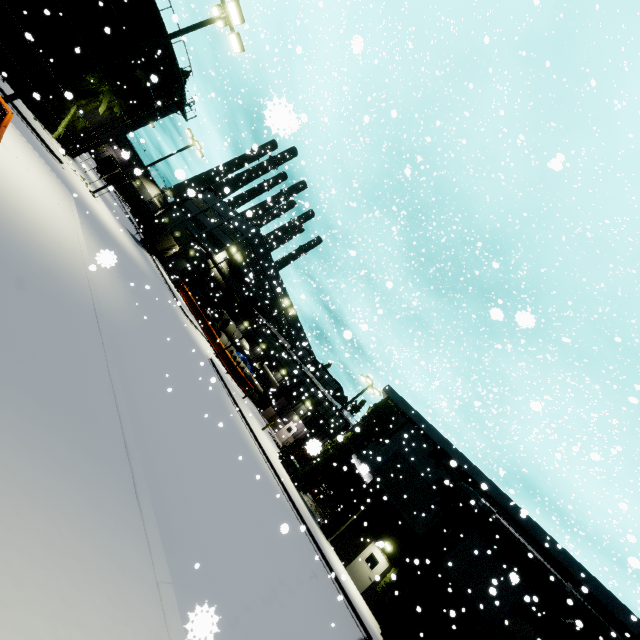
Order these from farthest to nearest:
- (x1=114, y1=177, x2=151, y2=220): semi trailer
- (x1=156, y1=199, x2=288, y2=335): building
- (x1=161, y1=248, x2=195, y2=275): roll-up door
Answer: (x1=114, y1=177, x2=151, y2=220): semi trailer → (x1=161, y1=248, x2=195, y2=275): roll-up door → (x1=156, y1=199, x2=288, y2=335): building

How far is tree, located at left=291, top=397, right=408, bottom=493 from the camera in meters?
23.9 m

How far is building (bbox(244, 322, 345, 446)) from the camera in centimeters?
3741cm

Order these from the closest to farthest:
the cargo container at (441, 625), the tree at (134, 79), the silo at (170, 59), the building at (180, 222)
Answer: the cargo container at (441, 625), the tree at (134, 79), the silo at (170, 59), the building at (180, 222)

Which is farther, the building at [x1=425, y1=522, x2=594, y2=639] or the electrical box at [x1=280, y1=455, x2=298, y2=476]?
the electrical box at [x1=280, y1=455, x2=298, y2=476]

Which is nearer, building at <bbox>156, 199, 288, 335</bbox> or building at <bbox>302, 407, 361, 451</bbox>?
building at <bbox>302, 407, 361, 451</bbox>

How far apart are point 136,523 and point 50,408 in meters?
2.1

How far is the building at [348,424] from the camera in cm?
365
